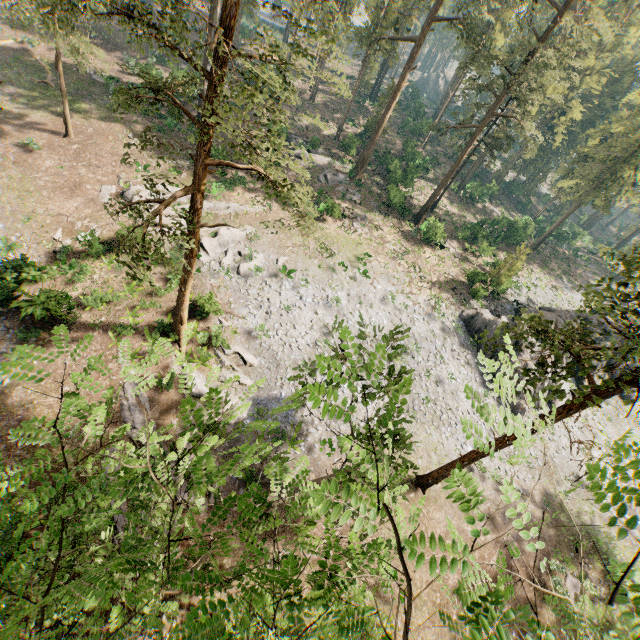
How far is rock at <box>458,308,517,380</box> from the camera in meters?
29.3 m

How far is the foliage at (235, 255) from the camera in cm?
2622

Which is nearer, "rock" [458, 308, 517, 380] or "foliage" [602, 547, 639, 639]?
"foliage" [602, 547, 639, 639]

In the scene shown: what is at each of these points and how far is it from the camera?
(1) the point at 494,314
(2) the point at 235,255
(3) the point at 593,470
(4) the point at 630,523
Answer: (1) rock, 32.4 meters
(2) foliage, 27.0 meters
(3) foliage, 2.0 meters
(4) foliage, 1.9 meters

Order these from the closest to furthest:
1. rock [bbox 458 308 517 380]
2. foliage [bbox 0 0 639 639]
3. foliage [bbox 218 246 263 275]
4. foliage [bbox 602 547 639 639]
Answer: foliage [bbox 602 547 639 639], foliage [bbox 0 0 639 639], foliage [bbox 218 246 263 275], rock [bbox 458 308 517 380]

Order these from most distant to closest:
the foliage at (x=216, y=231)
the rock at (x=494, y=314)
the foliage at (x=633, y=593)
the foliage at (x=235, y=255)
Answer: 1. the rock at (x=494, y=314)
2. the foliage at (x=235, y=255)
3. the foliage at (x=216, y=231)
4. the foliage at (x=633, y=593)

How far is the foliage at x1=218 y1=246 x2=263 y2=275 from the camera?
26.2m

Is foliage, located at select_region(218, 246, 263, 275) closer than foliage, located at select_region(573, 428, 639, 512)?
No
